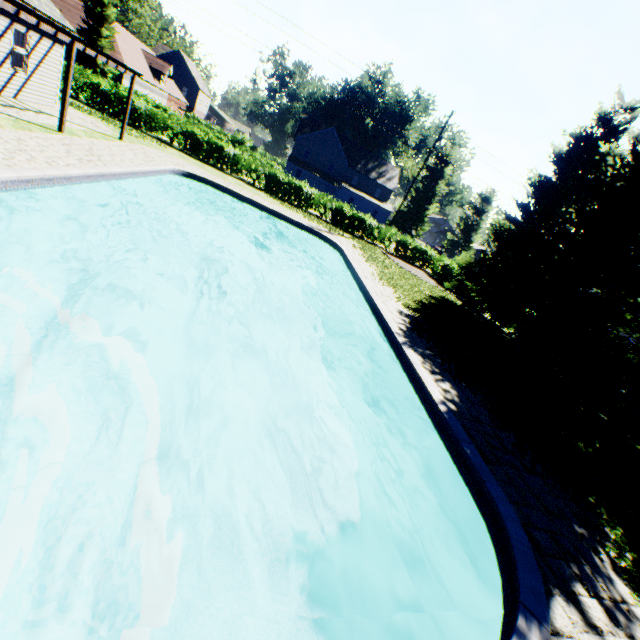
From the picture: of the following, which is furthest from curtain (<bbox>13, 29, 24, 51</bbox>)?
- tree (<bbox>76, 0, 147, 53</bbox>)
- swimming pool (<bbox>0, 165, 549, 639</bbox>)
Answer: tree (<bbox>76, 0, 147, 53</bbox>)

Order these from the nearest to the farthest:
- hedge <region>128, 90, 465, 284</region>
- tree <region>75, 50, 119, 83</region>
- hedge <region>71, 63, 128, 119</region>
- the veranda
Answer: the veranda, hedge <region>71, 63, 128, 119</region>, hedge <region>128, 90, 465, 284</region>, tree <region>75, 50, 119, 83</region>

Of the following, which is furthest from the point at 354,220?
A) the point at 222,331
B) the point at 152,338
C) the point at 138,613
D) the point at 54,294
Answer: the point at 138,613

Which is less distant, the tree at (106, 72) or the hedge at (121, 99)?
the hedge at (121, 99)

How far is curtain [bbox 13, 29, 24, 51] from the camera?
12.7m

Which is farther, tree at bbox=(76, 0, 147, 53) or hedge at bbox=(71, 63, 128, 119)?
tree at bbox=(76, 0, 147, 53)

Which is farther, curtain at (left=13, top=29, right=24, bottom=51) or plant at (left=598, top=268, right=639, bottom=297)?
plant at (left=598, top=268, right=639, bottom=297)

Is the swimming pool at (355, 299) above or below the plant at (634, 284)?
below
